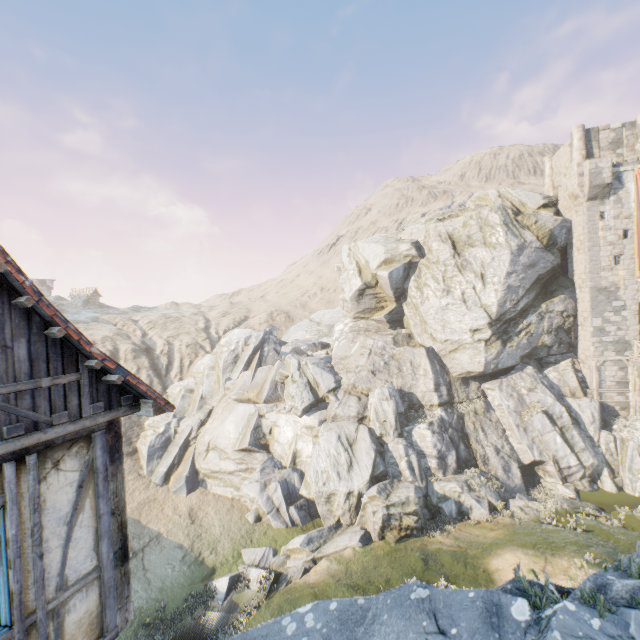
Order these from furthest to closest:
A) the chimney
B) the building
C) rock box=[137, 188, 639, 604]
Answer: the chimney, rock box=[137, 188, 639, 604], the building

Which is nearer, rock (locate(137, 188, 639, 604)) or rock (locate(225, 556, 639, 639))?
rock (locate(225, 556, 639, 639))

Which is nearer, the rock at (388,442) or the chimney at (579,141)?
the rock at (388,442)

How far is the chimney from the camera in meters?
28.2

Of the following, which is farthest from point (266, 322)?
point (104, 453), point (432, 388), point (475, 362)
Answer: point (104, 453)

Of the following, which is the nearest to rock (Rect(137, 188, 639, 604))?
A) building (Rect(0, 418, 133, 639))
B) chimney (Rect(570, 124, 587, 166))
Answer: building (Rect(0, 418, 133, 639))

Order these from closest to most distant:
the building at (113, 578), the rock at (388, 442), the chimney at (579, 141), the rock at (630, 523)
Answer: the building at (113, 578) → the rock at (630, 523) → the rock at (388, 442) → the chimney at (579, 141)
